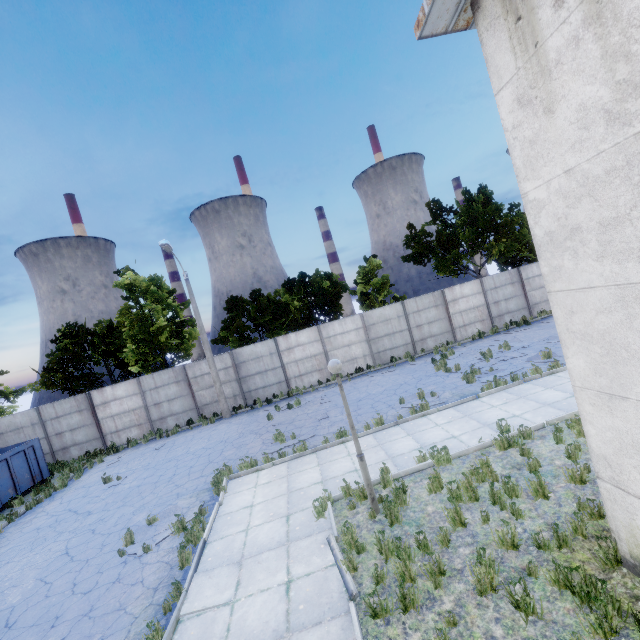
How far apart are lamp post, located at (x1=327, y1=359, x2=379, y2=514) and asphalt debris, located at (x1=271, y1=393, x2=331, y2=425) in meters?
8.4

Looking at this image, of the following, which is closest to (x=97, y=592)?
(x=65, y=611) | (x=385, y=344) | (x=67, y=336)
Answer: (x=65, y=611)

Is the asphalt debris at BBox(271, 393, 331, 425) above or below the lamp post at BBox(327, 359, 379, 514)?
below

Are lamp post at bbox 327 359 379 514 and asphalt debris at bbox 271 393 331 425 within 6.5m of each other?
no

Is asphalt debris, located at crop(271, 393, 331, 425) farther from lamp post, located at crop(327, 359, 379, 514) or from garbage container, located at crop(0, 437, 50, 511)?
garbage container, located at crop(0, 437, 50, 511)

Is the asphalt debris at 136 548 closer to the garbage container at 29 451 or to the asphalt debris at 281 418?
the asphalt debris at 281 418

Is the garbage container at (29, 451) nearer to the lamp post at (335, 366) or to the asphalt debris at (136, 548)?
A: the asphalt debris at (136, 548)

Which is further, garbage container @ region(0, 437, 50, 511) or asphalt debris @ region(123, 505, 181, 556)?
garbage container @ region(0, 437, 50, 511)
